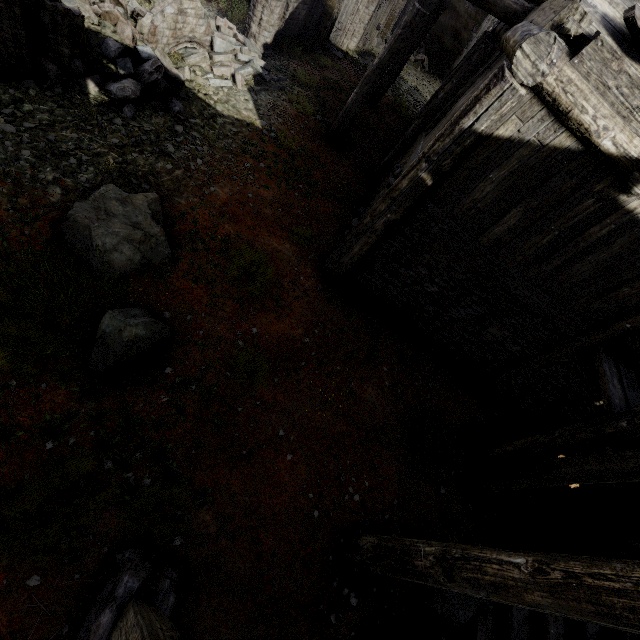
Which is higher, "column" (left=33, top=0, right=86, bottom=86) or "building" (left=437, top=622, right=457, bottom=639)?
"column" (left=33, top=0, right=86, bottom=86)

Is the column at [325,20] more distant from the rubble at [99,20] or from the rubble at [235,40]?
the rubble at [99,20]

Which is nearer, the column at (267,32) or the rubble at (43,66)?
the rubble at (43,66)

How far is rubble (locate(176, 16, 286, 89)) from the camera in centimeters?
905cm

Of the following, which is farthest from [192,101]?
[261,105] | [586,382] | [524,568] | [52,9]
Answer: [586,382]

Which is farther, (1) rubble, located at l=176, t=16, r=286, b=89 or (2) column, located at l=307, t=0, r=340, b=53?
(2) column, located at l=307, t=0, r=340, b=53

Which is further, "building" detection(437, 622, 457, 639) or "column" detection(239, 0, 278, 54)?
"column" detection(239, 0, 278, 54)

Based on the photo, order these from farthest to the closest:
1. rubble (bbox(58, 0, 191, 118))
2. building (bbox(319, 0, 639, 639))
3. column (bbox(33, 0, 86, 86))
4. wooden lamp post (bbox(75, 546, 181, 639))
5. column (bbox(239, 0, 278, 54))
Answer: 1. column (bbox(239, 0, 278, 54))
2. rubble (bbox(58, 0, 191, 118))
3. column (bbox(33, 0, 86, 86))
4. building (bbox(319, 0, 639, 639))
5. wooden lamp post (bbox(75, 546, 181, 639))
